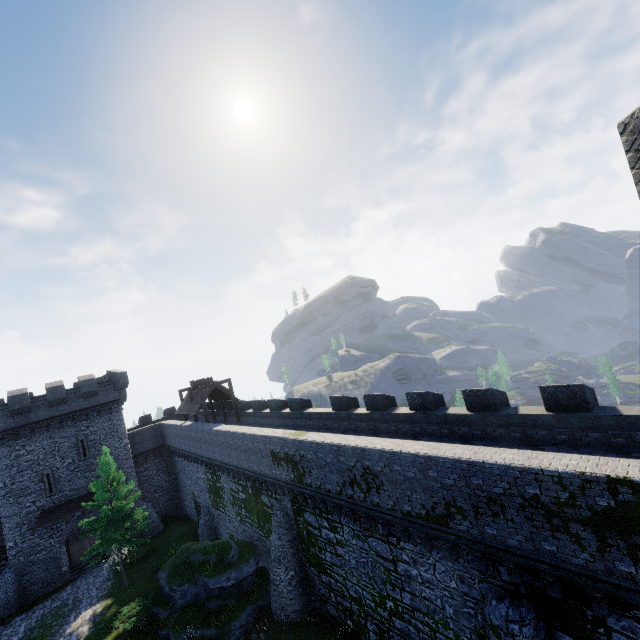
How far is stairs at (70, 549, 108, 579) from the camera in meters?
28.8

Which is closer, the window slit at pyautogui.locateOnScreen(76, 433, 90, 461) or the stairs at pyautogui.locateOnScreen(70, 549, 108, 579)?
the stairs at pyautogui.locateOnScreen(70, 549, 108, 579)

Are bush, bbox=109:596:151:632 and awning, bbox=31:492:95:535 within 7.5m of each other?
no

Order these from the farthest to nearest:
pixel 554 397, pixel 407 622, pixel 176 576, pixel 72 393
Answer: pixel 72 393 → pixel 176 576 → pixel 407 622 → pixel 554 397

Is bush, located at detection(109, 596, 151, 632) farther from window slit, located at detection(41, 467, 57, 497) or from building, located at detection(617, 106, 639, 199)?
building, located at detection(617, 106, 639, 199)

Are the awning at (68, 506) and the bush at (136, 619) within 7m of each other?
no

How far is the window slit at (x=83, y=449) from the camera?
30.70m

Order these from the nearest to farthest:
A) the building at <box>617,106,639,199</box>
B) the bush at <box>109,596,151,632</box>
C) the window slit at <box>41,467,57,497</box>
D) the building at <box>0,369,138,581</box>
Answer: the building at <box>617,106,639,199</box> < the bush at <box>109,596,151,632</box> < the building at <box>0,369,138,581</box> < the window slit at <box>41,467,57,497</box>
